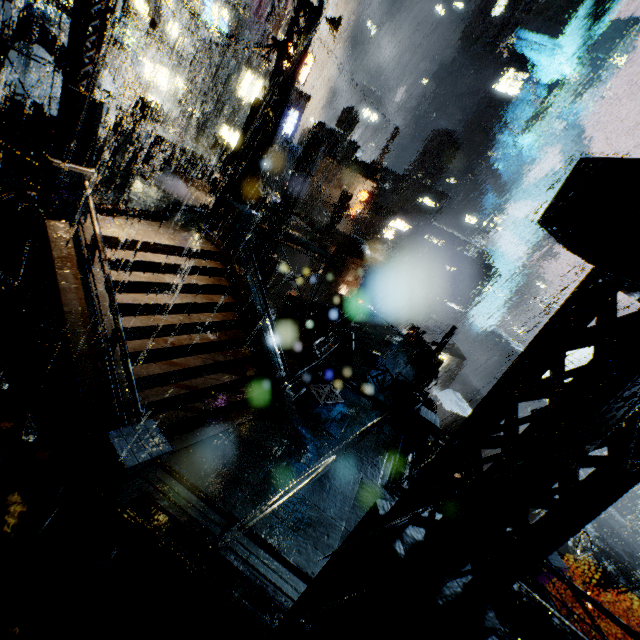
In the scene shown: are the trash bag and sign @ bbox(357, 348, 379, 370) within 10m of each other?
yes

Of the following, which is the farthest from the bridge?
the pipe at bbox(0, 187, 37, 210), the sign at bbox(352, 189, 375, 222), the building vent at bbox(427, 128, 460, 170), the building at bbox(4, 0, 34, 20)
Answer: the building vent at bbox(427, 128, 460, 170)

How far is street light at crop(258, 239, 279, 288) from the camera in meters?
23.8

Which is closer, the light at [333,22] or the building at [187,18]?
the light at [333,22]

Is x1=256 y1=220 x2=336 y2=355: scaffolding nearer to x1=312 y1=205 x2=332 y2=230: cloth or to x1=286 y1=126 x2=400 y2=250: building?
x1=286 y1=126 x2=400 y2=250: building

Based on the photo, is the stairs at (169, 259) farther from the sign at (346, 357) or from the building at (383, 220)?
the sign at (346, 357)

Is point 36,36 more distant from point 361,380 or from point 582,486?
point 582,486

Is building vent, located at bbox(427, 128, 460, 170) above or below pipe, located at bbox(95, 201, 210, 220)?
above
